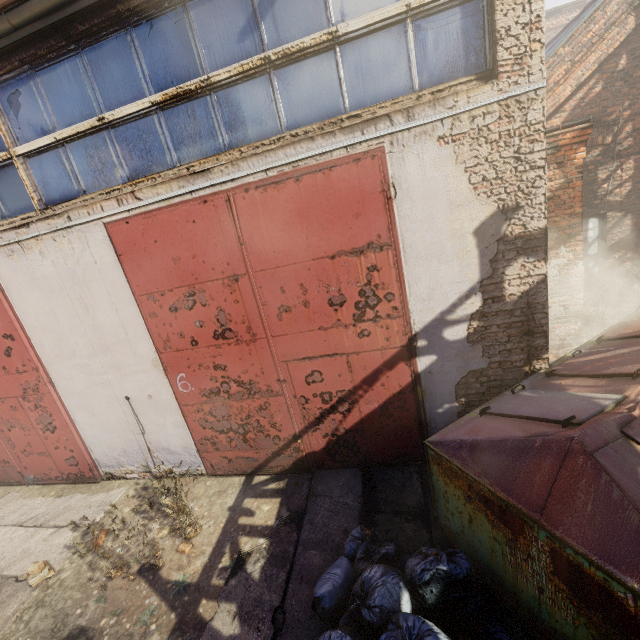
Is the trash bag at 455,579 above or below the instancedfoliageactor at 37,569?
above

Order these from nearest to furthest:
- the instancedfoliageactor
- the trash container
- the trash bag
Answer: the trash container < the trash bag < the instancedfoliageactor

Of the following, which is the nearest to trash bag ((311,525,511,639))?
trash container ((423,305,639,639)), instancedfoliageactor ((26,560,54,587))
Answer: trash container ((423,305,639,639))

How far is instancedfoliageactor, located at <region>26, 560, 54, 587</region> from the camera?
4.3m

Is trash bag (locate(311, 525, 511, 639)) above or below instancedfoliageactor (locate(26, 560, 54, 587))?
above

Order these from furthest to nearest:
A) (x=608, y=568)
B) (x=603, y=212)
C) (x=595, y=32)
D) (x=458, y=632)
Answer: (x=603, y=212) < (x=595, y=32) < (x=458, y=632) < (x=608, y=568)

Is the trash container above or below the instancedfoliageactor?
above

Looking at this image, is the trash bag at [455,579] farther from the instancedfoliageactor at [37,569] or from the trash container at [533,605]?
the instancedfoliageactor at [37,569]
